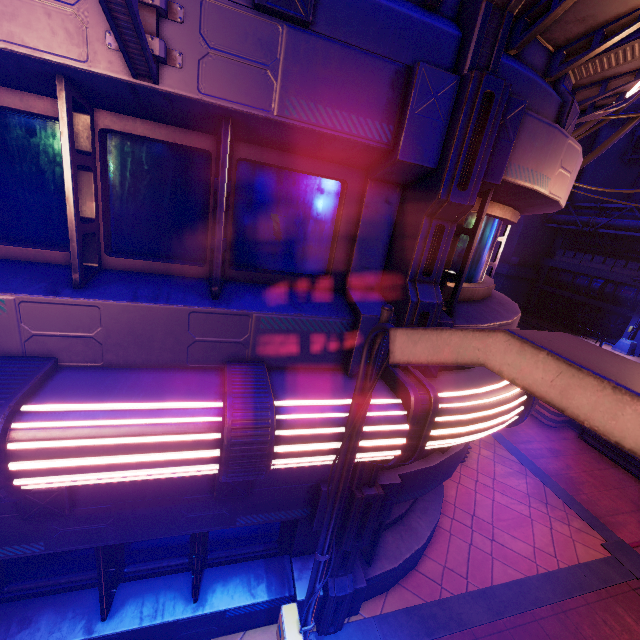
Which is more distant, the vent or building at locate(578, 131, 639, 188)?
building at locate(578, 131, 639, 188)

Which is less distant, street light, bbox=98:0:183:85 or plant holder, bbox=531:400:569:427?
street light, bbox=98:0:183:85

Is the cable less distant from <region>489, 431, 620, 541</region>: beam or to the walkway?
<region>489, 431, 620, 541</region>: beam

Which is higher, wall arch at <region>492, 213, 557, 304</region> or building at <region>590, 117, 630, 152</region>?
building at <region>590, 117, 630, 152</region>

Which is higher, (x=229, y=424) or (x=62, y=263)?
(x=62, y=263)

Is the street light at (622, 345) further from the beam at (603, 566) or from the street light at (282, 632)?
the street light at (282, 632)

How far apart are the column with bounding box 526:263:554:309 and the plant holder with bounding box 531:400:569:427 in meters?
22.3

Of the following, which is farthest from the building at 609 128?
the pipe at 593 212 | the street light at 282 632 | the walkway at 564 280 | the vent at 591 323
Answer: the street light at 282 632
